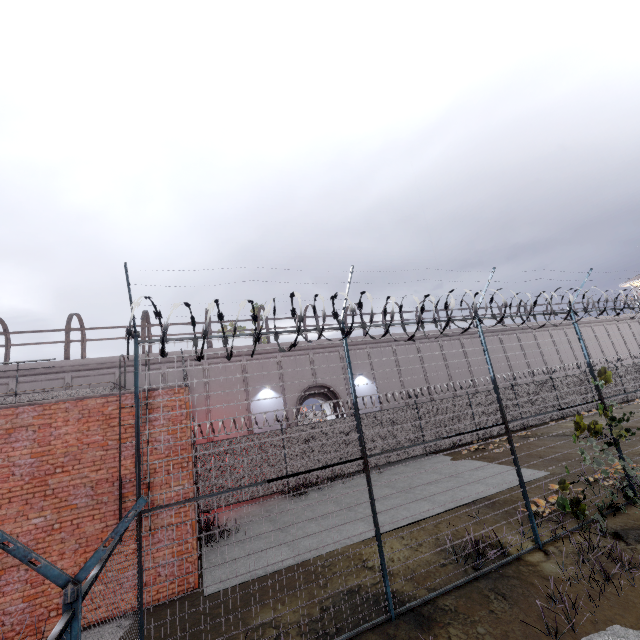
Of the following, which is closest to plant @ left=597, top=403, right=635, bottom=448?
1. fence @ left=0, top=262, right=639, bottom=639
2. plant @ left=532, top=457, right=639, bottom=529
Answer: fence @ left=0, top=262, right=639, bottom=639

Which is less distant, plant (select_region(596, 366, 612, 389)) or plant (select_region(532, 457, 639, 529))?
plant (select_region(532, 457, 639, 529))

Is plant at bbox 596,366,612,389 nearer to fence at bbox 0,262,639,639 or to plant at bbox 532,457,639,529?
fence at bbox 0,262,639,639

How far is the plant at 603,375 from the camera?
9.3m

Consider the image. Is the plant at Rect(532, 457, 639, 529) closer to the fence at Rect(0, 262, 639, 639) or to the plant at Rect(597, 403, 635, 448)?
the fence at Rect(0, 262, 639, 639)

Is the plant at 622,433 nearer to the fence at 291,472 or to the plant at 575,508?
the fence at 291,472

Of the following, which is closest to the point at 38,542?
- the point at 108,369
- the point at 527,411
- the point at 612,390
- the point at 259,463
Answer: the point at 259,463

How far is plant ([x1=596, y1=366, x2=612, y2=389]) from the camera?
9.3 meters
